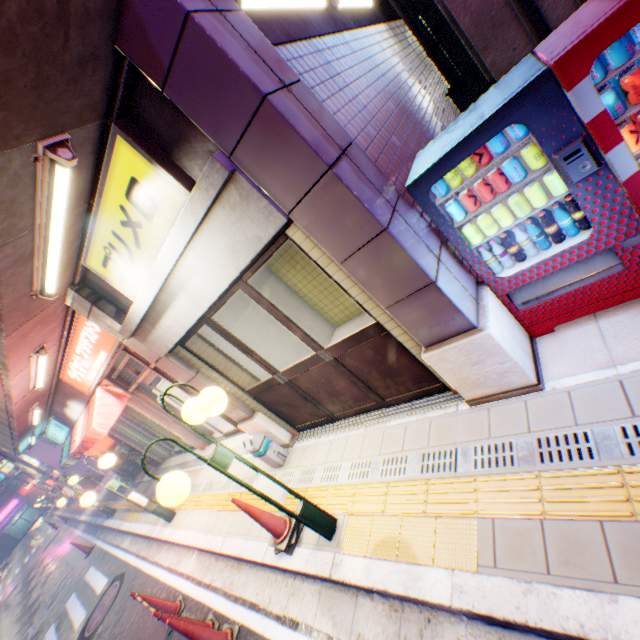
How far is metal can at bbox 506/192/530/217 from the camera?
2.60m

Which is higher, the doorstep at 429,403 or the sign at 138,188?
the sign at 138,188

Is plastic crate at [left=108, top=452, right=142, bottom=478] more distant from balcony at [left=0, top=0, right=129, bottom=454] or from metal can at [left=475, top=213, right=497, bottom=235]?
metal can at [left=475, top=213, right=497, bottom=235]

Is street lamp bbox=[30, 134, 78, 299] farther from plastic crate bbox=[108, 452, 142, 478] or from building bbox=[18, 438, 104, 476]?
building bbox=[18, 438, 104, 476]

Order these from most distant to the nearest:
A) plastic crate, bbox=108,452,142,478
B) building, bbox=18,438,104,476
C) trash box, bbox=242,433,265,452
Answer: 1. building, bbox=18,438,104,476
2. plastic crate, bbox=108,452,142,478
3. trash box, bbox=242,433,265,452

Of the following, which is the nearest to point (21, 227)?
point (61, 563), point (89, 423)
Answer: point (89, 423)

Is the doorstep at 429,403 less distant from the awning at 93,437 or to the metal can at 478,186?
the metal can at 478,186

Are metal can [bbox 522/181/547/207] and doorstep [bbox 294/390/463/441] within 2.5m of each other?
yes
